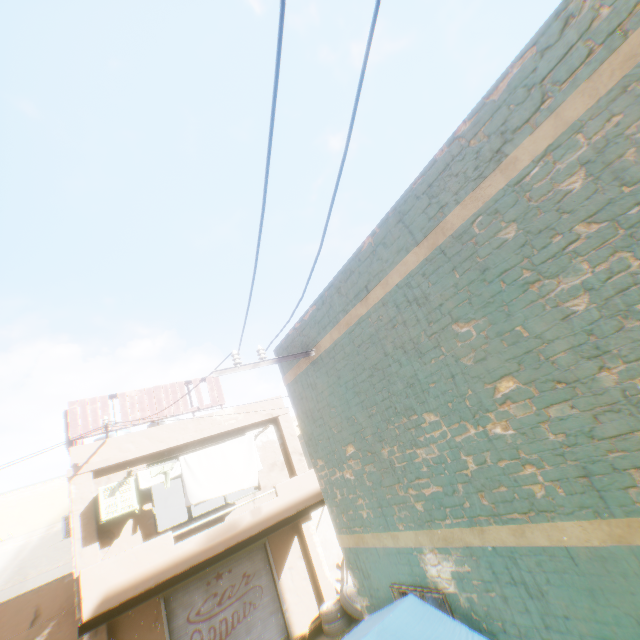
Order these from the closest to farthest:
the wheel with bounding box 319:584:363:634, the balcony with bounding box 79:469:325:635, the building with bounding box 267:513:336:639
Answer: the balcony with bounding box 79:469:325:635, the wheel with bounding box 319:584:363:634, the building with bounding box 267:513:336:639

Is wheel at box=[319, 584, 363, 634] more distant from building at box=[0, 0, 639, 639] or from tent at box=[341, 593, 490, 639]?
tent at box=[341, 593, 490, 639]

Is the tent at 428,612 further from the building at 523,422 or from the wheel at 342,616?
the wheel at 342,616

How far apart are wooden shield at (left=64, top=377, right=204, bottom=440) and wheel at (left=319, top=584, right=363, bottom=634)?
1.8m

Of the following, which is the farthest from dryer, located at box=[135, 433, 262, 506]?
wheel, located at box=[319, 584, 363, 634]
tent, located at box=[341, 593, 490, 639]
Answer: wheel, located at box=[319, 584, 363, 634]

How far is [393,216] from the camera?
4.33m

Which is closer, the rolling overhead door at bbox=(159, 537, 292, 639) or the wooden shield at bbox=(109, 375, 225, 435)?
the rolling overhead door at bbox=(159, 537, 292, 639)

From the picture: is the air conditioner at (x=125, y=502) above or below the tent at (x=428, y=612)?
above
